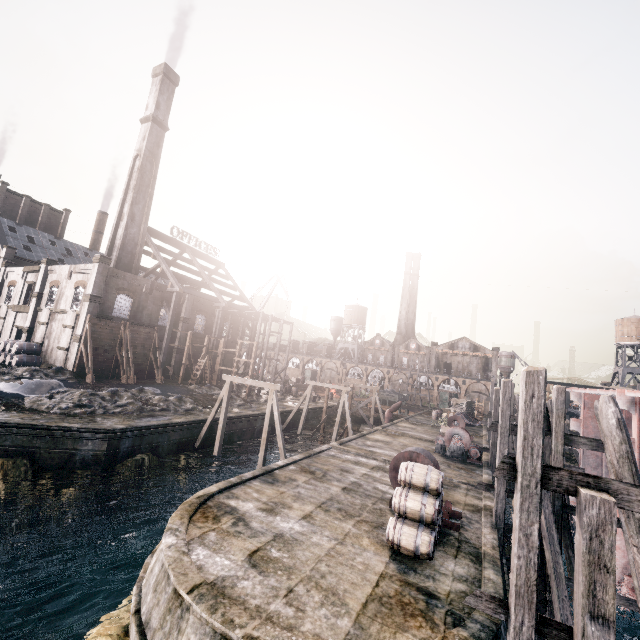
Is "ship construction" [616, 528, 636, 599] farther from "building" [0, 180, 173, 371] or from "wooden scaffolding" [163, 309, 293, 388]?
"building" [0, 180, 173, 371]

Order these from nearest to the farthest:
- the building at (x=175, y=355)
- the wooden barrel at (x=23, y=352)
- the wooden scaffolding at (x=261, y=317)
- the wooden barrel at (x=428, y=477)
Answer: the wooden barrel at (x=428, y=477) < the wooden barrel at (x=23, y=352) < the wooden scaffolding at (x=261, y=317) < the building at (x=175, y=355)

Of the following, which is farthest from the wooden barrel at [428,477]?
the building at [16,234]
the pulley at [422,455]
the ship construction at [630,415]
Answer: the building at [16,234]

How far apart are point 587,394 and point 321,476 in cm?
2233

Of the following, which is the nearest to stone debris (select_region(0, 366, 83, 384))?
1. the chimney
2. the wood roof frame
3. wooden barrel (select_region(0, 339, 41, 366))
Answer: wooden barrel (select_region(0, 339, 41, 366))

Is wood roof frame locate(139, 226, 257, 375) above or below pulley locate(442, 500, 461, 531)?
above

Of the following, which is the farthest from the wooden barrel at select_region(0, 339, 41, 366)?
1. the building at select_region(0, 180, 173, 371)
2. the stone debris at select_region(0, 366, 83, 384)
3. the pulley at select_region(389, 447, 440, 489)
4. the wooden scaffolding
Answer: the pulley at select_region(389, 447, 440, 489)

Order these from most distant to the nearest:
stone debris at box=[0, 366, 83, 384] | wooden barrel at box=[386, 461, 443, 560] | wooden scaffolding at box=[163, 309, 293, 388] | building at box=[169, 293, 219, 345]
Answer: building at box=[169, 293, 219, 345]
wooden scaffolding at box=[163, 309, 293, 388]
stone debris at box=[0, 366, 83, 384]
wooden barrel at box=[386, 461, 443, 560]
